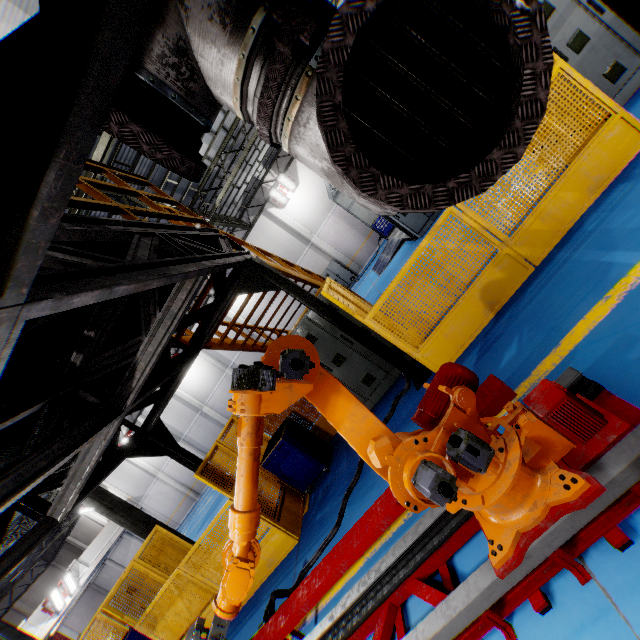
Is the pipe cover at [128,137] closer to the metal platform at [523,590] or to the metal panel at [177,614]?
the metal platform at [523,590]

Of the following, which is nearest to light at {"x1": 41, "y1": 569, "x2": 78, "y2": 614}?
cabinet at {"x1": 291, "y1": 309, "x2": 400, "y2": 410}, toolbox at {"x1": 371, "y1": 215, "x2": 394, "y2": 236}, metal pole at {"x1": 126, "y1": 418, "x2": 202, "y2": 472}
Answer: metal pole at {"x1": 126, "y1": 418, "x2": 202, "y2": 472}

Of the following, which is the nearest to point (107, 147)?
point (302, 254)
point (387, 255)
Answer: point (387, 255)

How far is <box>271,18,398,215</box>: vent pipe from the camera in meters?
1.1

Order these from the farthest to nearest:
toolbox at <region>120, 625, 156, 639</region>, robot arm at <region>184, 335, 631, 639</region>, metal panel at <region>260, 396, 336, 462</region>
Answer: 1. toolbox at <region>120, 625, 156, 639</region>
2. metal panel at <region>260, 396, 336, 462</region>
3. robot arm at <region>184, 335, 631, 639</region>

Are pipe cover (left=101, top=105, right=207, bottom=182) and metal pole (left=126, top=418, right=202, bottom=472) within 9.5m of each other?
yes

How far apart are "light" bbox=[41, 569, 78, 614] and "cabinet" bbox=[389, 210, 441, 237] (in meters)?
29.68

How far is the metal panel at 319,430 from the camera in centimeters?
742cm
